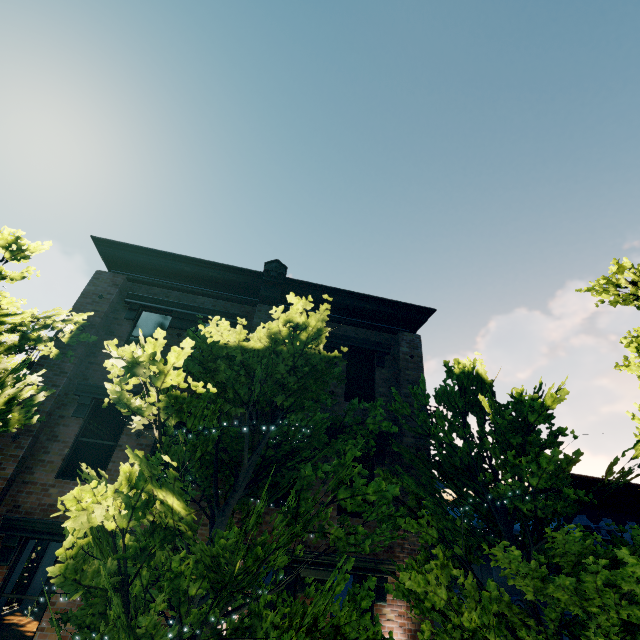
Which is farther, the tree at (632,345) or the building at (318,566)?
the tree at (632,345)

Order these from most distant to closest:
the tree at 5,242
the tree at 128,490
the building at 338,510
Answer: the building at 338,510 < the tree at 5,242 < the tree at 128,490

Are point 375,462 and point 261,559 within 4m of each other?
no

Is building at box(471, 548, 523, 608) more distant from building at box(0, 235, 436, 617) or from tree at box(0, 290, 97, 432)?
building at box(0, 235, 436, 617)

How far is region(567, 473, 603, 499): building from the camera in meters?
11.1

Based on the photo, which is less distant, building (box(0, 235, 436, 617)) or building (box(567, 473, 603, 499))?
building (box(0, 235, 436, 617))

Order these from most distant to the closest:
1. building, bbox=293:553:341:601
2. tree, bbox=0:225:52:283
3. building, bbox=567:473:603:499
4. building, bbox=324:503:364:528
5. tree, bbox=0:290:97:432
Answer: building, bbox=567:473:603:499, building, bbox=324:503:364:528, building, bbox=293:553:341:601, tree, bbox=0:225:52:283, tree, bbox=0:290:97:432

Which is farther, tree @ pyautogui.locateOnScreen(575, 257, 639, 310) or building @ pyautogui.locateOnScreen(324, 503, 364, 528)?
tree @ pyautogui.locateOnScreen(575, 257, 639, 310)
